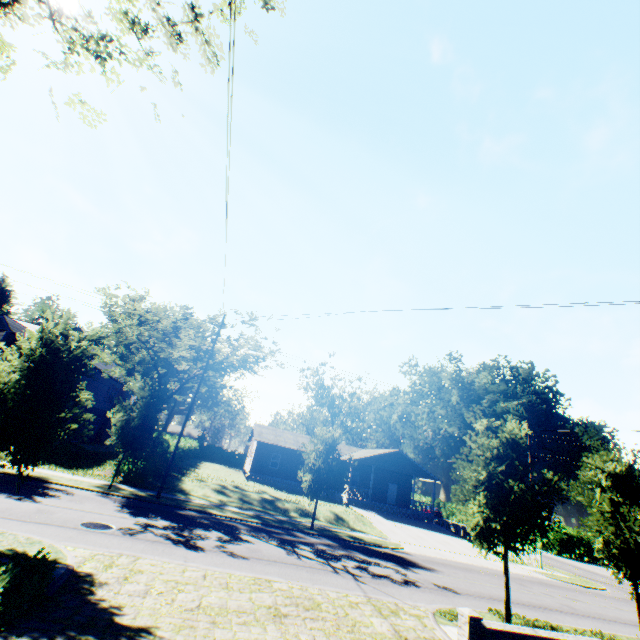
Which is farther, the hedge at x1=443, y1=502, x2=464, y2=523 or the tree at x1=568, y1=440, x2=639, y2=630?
the hedge at x1=443, y1=502, x2=464, y2=523

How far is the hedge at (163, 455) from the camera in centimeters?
2111cm

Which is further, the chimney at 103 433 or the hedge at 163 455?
the chimney at 103 433

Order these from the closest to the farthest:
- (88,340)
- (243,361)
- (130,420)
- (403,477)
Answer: (88,340)
(130,420)
(243,361)
(403,477)

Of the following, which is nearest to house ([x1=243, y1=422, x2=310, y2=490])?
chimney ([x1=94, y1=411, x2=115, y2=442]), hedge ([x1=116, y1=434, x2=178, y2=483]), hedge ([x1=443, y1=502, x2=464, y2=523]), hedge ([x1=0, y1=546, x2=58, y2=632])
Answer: hedge ([x1=116, y1=434, x2=178, y2=483])

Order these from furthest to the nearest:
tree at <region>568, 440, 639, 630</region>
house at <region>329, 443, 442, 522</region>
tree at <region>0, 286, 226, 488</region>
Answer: house at <region>329, 443, 442, 522</region> < tree at <region>568, 440, 639, 630</region> < tree at <region>0, 286, 226, 488</region>

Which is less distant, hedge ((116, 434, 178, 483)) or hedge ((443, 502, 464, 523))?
hedge ((116, 434, 178, 483))

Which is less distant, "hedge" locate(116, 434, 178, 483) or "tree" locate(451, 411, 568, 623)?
"tree" locate(451, 411, 568, 623)
